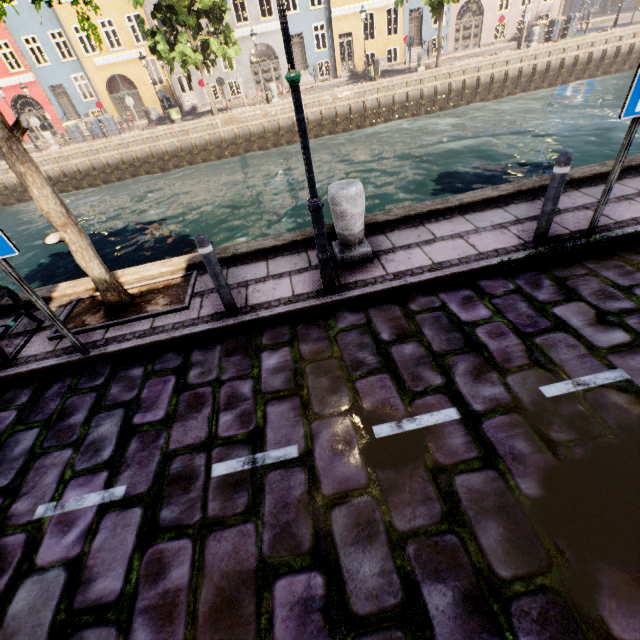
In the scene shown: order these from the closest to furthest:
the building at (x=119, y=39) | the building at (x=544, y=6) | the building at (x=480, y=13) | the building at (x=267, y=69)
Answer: the building at (x=119, y=39), the building at (x=267, y=69), the building at (x=480, y=13), the building at (x=544, y=6)

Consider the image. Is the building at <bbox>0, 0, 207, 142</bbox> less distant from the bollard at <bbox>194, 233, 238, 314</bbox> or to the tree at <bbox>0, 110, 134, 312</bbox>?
the tree at <bbox>0, 110, 134, 312</bbox>

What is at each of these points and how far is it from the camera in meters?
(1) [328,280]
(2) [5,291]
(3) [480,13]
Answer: (1) street light, 4.2 m
(2) bench, 4.4 m
(3) building, 36.5 m

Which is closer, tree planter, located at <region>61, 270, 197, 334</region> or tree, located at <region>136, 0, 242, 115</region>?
tree planter, located at <region>61, 270, 197, 334</region>

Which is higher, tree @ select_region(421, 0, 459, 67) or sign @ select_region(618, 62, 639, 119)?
tree @ select_region(421, 0, 459, 67)

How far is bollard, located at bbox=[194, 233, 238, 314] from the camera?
3.61m

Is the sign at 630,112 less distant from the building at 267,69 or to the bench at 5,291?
the bench at 5,291

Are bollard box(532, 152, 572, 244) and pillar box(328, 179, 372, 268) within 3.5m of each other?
yes
